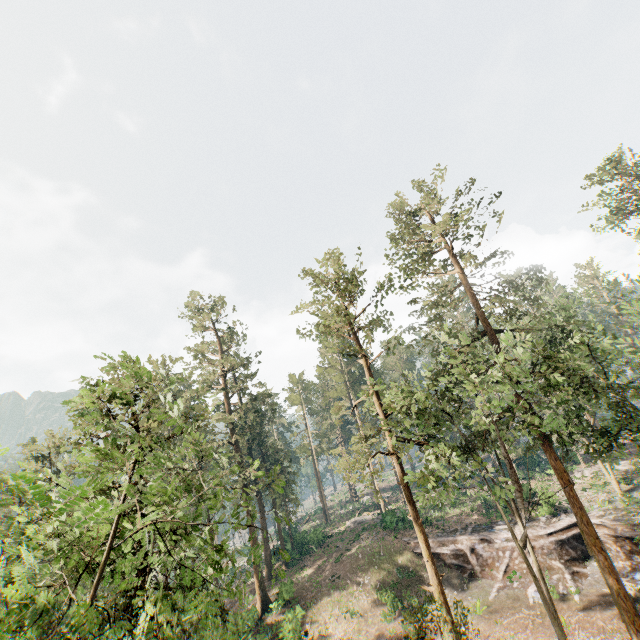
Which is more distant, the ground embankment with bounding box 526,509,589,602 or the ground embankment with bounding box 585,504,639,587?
the ground embankment with bounding box 526,509,589,602

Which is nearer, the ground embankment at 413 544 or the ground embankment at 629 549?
the ground embankment at 629 549

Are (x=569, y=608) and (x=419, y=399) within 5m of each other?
no

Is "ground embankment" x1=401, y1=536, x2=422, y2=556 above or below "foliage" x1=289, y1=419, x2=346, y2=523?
below

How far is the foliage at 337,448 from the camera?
54.1 meters
